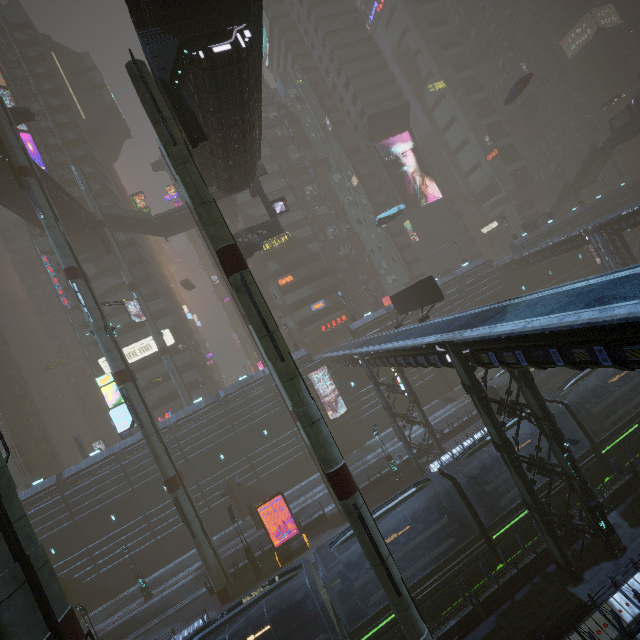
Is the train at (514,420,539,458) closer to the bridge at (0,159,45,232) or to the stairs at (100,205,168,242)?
the bridge at (0,159,45,232)

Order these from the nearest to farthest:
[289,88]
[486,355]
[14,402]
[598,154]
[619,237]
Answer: [486,355]
[619,237]
[14,402]
[598,154]
[289,88]

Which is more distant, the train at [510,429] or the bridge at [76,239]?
the bridge at [76,239]

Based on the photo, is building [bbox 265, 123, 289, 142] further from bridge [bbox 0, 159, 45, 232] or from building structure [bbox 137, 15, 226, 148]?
bridge [bbox 0, 159, 45, 232]

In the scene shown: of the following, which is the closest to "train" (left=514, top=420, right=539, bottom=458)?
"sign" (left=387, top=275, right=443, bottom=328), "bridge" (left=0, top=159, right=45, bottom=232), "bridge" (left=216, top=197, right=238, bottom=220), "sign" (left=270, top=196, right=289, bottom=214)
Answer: "sign" (left=387, top=275, right=443, bottom=328)

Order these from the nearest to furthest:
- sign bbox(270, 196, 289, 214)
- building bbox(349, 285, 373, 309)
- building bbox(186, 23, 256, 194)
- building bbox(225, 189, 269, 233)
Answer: building bbox(186, 23, 256, 194)
sign bbox(270, 196, 289, 214)
building bbox(225, 189, 269, 233)
building bbox(349, 285, 373, 309)

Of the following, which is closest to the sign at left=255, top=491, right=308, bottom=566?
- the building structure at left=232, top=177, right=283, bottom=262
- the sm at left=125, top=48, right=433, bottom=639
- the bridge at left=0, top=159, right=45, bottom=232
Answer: the sm at left=125, top=48, right=433, bottom=639

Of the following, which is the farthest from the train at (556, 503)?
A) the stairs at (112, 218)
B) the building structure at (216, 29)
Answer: the stairs at (112, 218)
